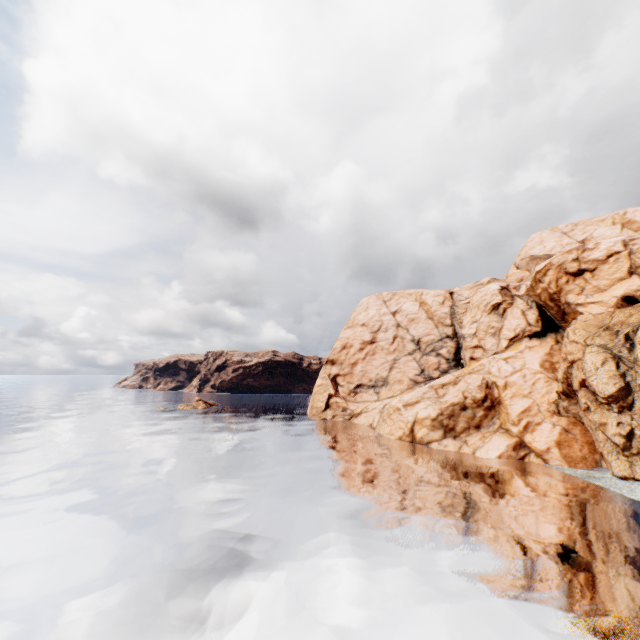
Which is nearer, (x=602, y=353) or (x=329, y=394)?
(x=602, y=353)
